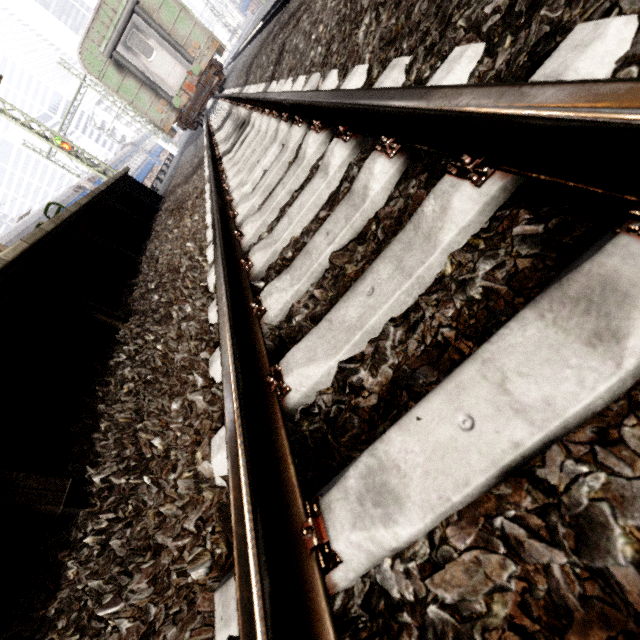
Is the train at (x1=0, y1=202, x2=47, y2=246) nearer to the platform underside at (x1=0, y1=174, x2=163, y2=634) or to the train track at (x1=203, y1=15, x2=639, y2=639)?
the train track at (x1=203, y1=15, x2=639, y2=639)

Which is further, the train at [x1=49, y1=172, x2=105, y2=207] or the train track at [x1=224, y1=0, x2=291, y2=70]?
the train at [x1=49, y1=172, x2=105, y2=207]

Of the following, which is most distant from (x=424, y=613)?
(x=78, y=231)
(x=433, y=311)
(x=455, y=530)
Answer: (x=78, y=231)

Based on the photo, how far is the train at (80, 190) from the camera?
17.6 meters

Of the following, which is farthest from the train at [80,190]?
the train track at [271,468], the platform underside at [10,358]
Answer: the platform underside at [10,358]

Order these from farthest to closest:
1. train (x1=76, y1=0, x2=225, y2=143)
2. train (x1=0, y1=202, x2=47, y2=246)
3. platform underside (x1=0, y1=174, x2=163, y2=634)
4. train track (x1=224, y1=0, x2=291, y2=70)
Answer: train (x1=0, y1=202, x2=47, y2=246) → train (x1=76, y1=0, x2=225, y2=143) → train track (x1=224, y1=0, x2=291, y2=70) → platform underside (x1=0, y1=174, x2=163, y2=634)

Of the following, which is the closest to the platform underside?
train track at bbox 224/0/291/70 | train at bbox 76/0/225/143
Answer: train at bbox 76/0/225/143

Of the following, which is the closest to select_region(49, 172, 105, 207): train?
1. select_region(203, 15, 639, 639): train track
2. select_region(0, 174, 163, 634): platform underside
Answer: select_region(203, 15, 639, 639): train track
